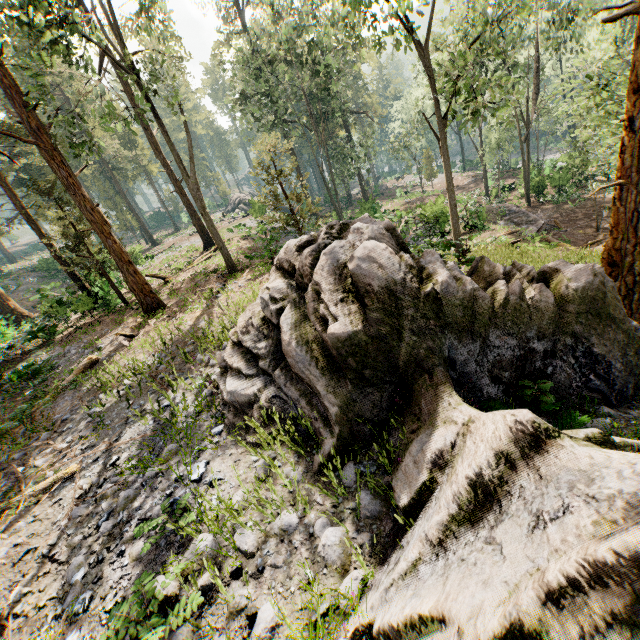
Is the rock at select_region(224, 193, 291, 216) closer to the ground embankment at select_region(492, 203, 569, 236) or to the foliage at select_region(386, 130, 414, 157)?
the foliage at select_region(386, 130, 414, 157)

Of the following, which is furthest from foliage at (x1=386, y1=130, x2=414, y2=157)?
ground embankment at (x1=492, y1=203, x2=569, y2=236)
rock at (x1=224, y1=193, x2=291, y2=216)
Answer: ground embankment at (x1=492, y1=203, x2=569, y2=236)

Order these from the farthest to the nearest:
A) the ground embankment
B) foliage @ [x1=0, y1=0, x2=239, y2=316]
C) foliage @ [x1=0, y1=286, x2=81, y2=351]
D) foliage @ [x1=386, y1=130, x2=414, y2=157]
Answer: foliage @ [x1=386, y1=130, x2=414, y2=157], the ground embankment, foliage @ [x1=0, y1=286, x2=81, y2=351], foliage @ [x1=0, y1=0, x2=239, y2=316]

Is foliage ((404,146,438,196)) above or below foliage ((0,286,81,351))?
below

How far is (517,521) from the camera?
2.50m

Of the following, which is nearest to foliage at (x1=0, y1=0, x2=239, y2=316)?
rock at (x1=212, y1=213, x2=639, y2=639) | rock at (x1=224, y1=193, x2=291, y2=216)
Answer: rock at (x1=212, y1=213, x2=639, y2=639)

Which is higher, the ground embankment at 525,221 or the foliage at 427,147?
the foliage at 427,147
